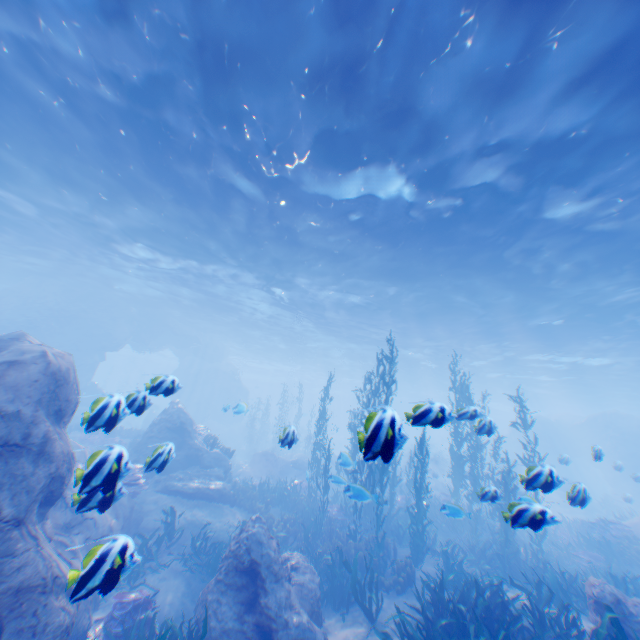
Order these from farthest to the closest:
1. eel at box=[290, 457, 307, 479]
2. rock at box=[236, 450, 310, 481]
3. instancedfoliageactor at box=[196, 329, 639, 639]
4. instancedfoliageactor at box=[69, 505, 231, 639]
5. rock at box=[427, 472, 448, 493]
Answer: rock at box=[427, 472, 448, 493] < rock at box=[236, 450, 310, 481] < eel at box=[290, 457, 307, 479] < instancedfoliageactor at box=[196, 329, 639, 639] < instancedfoliageactor at box=[69, 505, 231, 639]

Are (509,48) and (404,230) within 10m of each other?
yes

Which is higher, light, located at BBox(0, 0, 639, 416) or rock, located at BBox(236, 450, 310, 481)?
light, located at BBox(0, 0, 639, 416)

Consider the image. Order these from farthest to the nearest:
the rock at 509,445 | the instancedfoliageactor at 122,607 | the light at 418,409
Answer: the rock at 509,445 → the light at 418,409 → the instancedfoliageactor at 122,607

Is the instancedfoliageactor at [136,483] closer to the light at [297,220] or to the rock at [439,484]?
the rock at [439,484]

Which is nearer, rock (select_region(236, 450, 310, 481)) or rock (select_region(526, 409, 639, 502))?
rock (select_region(526, 409, 639, 502))

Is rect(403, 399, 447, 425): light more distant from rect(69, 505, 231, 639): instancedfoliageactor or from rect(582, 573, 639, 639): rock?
rect(69, 505, 231, 639): instancedfoliageactor

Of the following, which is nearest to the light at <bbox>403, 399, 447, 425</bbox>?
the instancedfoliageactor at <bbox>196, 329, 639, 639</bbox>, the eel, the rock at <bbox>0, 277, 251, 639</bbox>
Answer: the rock at <bbox>0, 277, 251, 639</bbox>
